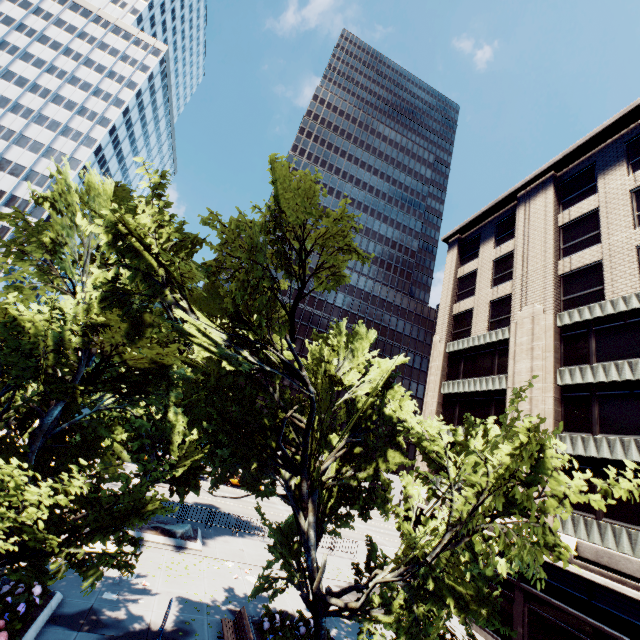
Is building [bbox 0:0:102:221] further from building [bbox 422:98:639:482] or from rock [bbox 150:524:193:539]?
building [bbox 422:98:639:482]

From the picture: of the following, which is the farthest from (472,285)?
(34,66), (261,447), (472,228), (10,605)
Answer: (34,66)

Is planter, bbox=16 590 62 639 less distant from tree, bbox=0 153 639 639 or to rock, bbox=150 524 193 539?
tree, bbox=0 153 639 639

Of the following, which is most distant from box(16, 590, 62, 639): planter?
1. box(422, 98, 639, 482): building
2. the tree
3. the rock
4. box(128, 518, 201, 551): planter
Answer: box(422, 98, 639, 482): building

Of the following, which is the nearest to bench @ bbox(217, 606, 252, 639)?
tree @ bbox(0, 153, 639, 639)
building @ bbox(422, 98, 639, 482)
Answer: tree @ bbox(0, 153, 639, 639)

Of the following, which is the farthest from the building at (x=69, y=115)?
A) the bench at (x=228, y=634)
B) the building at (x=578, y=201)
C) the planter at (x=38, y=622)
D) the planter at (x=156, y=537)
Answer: the building at (x=578, y=201)

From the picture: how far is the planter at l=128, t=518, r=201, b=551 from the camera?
17.17m

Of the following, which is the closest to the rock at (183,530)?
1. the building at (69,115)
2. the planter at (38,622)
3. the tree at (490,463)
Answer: the tree at (490,463)
